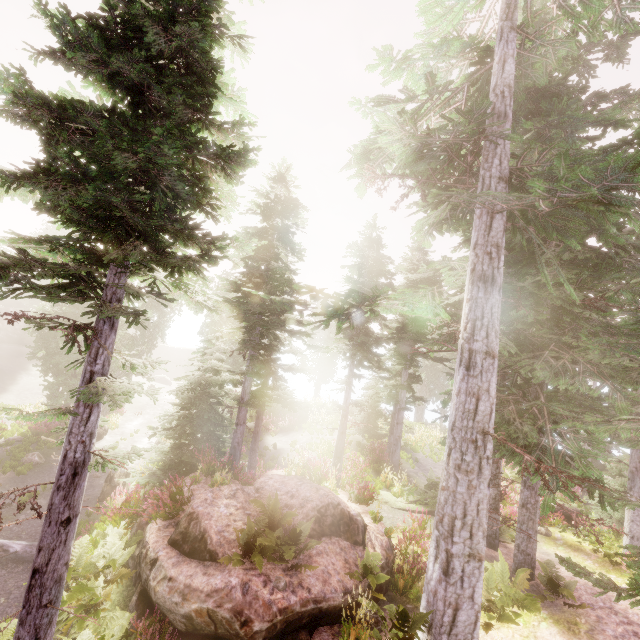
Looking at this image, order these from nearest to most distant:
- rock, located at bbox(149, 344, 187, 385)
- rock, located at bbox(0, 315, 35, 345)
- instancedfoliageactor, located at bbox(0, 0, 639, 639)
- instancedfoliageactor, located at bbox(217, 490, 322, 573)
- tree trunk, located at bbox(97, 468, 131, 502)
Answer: instancedfoliageactor, located at bbox(0, 0, 639, 639) < instancedfoliageactor, located at bbox(217, 490, 322, 573) < tree trunk, located at bbox(97, 468, 131, 502) < rock, located at bbox(0, 315, 35, 345) < rock, located at bbox(149, 344, 187, 385)

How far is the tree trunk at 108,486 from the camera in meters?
14.3 m

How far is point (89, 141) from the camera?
6.2m

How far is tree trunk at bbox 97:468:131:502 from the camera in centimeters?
1428cm

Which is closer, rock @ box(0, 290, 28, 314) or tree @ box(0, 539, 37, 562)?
tree @ box(0, 539, 37, 562)

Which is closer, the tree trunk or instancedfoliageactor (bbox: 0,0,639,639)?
instancedfoliageactor (bbox: 0,0,639,639)

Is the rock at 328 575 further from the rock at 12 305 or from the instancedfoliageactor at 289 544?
the rock at 12 305

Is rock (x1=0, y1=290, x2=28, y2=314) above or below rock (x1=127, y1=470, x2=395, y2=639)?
above
